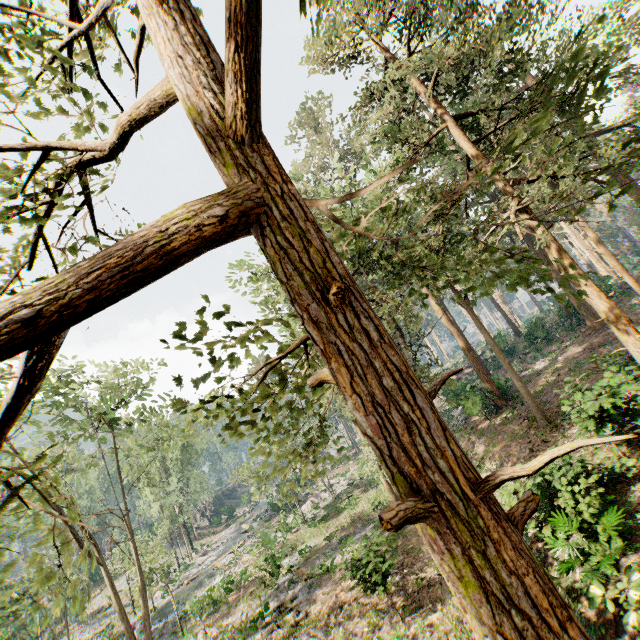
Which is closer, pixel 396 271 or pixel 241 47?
pixel 241 47

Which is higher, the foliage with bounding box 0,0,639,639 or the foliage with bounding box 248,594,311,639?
the foliage with bounding box 0,0,639,639

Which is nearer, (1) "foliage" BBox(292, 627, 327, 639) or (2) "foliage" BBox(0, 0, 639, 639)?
(2) "foliage" BBox(0, 0, 639, 639)

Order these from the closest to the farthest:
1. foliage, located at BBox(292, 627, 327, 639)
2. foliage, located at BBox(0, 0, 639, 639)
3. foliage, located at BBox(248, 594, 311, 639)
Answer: foliage, located at BBox(0, 0, 639, 639) < foliage, located at BBox(292, 627, 327, 639) < foliage, located at BBox(248, 594, 311, 639)

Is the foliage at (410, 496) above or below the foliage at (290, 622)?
above
